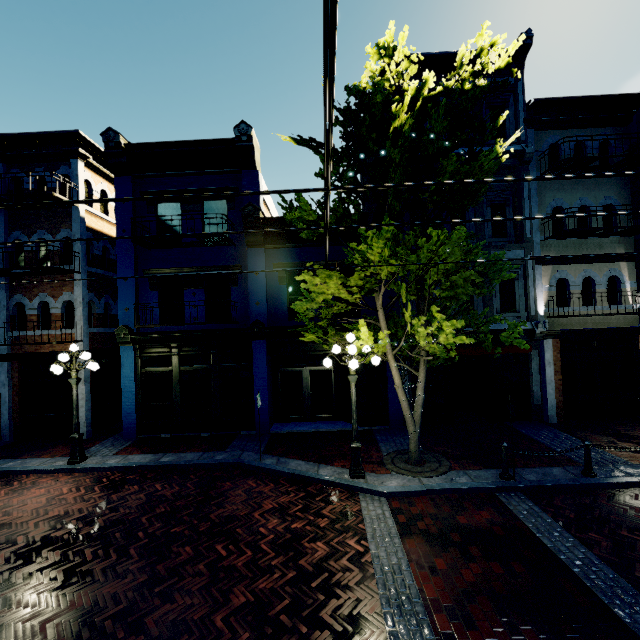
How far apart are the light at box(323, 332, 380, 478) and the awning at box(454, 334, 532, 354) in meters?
3.2

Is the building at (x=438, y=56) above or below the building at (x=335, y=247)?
above

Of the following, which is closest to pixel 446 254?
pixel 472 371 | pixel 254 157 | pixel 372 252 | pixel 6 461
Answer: pixel 372 252

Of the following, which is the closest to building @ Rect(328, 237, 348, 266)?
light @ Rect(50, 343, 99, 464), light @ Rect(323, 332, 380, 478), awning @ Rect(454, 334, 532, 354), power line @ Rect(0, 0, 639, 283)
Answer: awning @ Rect(454, 334, 532, 354)

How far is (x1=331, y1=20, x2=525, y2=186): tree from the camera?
7.41m

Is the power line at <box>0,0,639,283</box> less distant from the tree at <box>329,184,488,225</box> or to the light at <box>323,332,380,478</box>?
the tree at <box>329,184,488,225</box>

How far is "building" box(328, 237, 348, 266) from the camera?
12.1 meters

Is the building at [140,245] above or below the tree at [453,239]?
above
